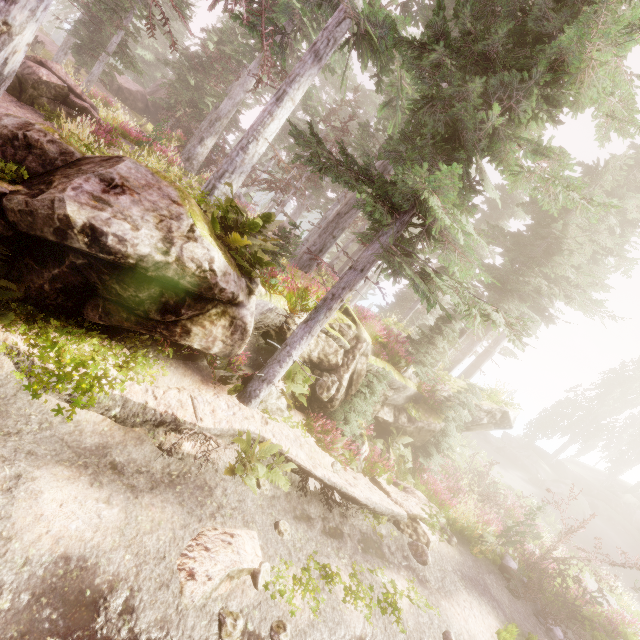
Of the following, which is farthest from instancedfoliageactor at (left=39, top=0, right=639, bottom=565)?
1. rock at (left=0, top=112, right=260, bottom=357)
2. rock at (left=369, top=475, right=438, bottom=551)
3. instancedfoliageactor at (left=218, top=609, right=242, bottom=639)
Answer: instancedfoliageactor at (left=218, top=609, right=242, bottom=639)

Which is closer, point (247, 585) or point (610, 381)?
point (247, 585)

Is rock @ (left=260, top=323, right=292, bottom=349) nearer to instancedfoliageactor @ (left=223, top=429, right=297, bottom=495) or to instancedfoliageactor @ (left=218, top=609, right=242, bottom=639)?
instancedfoliageactor @ (left=223, top=429, right=297, bottom=495)

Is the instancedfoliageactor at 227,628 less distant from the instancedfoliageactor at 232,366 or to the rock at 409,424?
the instancedfoliageactor at 232,366

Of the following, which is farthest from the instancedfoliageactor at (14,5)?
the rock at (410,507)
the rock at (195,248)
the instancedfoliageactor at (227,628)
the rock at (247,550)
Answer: the instancedfoliageactor at (227,628)

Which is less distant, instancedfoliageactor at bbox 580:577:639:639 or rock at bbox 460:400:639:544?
instancedfoliageactor at bbox 580:577:639:639

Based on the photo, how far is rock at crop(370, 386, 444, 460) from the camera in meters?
13.0 m

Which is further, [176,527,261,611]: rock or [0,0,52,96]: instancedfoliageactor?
[0,0,52,96]: instancedfoliageactor
